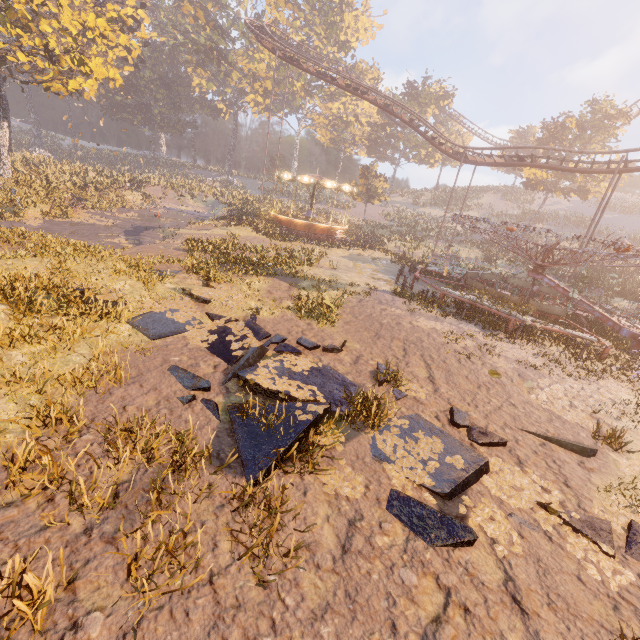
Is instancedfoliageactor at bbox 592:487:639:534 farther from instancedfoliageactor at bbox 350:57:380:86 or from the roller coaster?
instancedfoliageactor at bbox 350:57:380:86

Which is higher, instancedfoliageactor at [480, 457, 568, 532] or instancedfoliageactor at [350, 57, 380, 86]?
instancedfoliageactor at [350, 57, 380, 86]

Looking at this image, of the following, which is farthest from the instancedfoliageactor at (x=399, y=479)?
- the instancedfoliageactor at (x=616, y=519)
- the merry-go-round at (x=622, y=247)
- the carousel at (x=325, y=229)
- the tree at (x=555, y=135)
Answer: the tree at (x=555, y=135)

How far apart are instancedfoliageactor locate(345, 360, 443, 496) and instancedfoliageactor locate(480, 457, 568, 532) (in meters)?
0.36

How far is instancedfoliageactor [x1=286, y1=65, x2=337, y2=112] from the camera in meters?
51.7 m

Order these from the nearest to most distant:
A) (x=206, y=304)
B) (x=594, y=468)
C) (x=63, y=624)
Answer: (x=63, y=624)
(x=594, y=468)
(x=206, y=304)

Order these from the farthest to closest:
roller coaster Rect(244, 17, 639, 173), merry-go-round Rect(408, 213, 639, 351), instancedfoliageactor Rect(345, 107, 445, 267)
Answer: instancedfoliageactor Rect(345, 107, 445, 267)
roller coaster Rect(244, 17, 639, 173)
merry-go-round Rect(408, 213, 639, 351)

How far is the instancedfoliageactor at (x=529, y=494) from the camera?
4.95m
